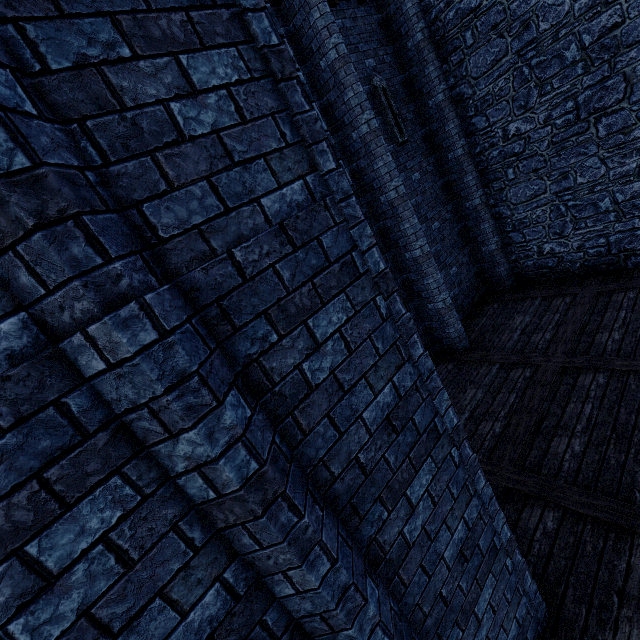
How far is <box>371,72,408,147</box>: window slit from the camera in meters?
8.1 m

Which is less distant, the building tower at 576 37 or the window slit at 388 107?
the building tower at 576 37

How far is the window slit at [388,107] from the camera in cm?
812

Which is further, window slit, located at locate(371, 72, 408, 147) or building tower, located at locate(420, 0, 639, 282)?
window slit, located at locate(371, 72, 408, 147)

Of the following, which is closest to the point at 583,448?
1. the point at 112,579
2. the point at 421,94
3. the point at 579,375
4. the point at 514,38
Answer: the point at 579,375
